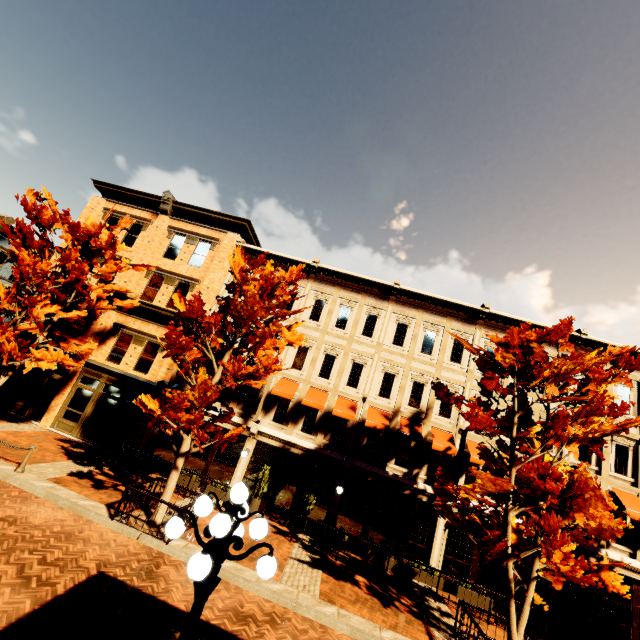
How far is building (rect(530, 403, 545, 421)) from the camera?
16.2 meters

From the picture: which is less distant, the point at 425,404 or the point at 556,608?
the point at 556,608

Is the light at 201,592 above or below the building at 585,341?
below

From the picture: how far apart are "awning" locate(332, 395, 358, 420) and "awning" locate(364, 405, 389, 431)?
0.6 meters

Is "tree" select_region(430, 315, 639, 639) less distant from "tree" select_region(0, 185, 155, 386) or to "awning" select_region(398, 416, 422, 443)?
"awning" select_region(398, 416, 422, 443)

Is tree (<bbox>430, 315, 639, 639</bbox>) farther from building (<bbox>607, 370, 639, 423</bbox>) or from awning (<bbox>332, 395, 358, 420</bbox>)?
awning (<bbox>332, 395, 358, 420</bbox>)

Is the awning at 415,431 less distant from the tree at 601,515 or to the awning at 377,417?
the awning at 377,417

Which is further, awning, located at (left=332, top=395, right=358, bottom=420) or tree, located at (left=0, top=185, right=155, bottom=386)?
awning, located at (left=332, top=395, right=358, bottom=420)
